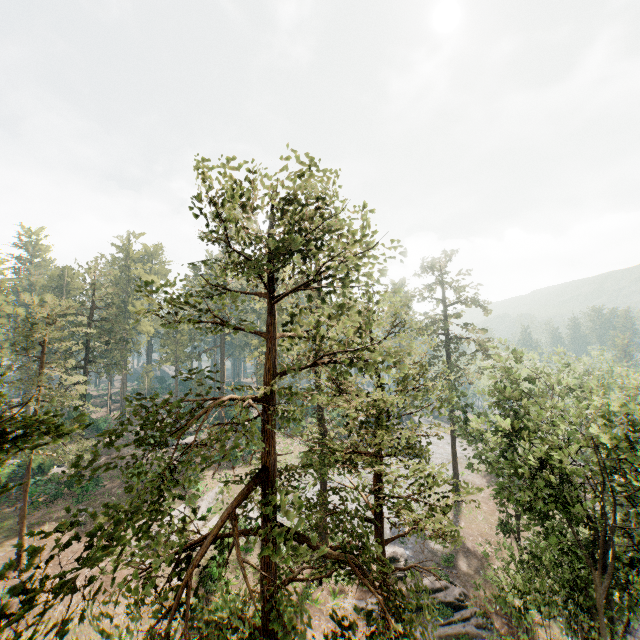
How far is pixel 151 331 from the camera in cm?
5697
